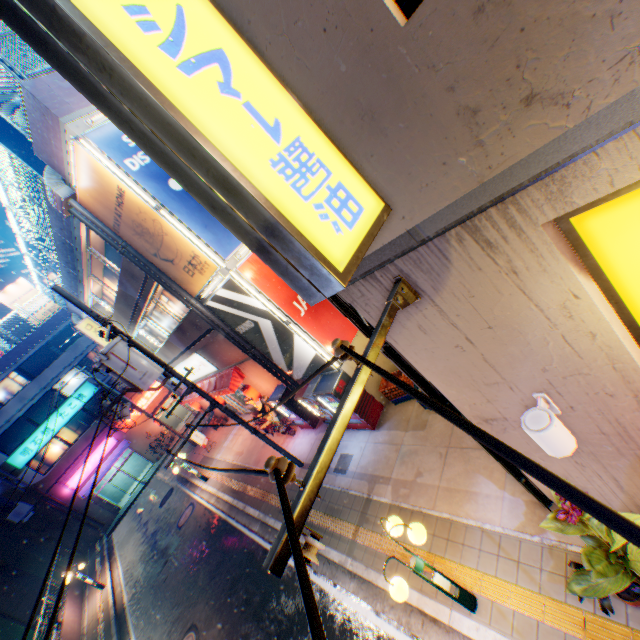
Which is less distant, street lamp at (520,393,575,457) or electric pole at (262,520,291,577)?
electric pole at (262,520,291,577)

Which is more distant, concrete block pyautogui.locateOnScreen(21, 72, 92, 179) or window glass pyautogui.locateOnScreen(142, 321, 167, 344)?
window glass pyautogui.locateOnScreen(142, 321, 167, 344)

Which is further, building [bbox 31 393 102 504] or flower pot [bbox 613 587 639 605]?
building [bbox 31 393 102 504]

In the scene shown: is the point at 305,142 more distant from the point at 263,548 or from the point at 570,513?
the point at 263,548

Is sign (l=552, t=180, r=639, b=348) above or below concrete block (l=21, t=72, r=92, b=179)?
below

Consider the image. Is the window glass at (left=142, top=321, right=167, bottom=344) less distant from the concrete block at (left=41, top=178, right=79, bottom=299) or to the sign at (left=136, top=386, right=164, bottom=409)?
the concrete block at (left=41, top=178, right=79, bottom=299)

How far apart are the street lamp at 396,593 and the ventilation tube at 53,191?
11.5m

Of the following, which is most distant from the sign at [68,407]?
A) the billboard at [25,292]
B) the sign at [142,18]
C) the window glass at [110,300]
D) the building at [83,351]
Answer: the sign at [142,18]
